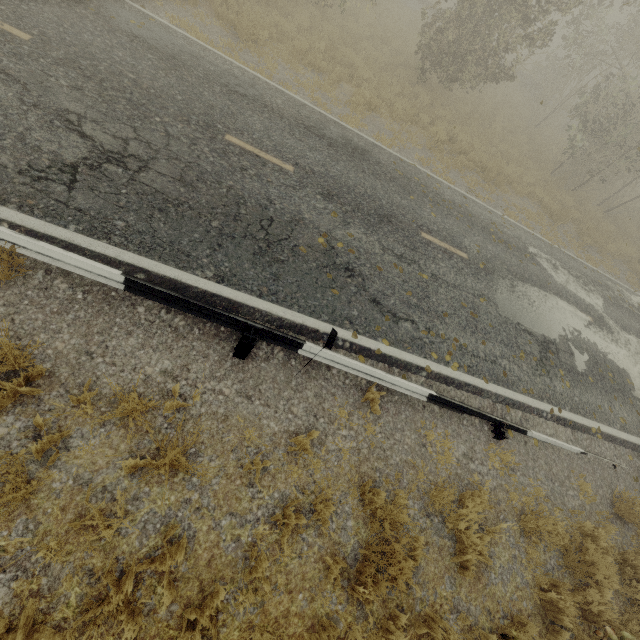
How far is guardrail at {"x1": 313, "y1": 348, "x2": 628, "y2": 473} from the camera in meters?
5.0 m

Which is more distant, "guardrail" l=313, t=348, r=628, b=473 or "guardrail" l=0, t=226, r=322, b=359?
"guardrail" l=313, t=348, r=628, b=473

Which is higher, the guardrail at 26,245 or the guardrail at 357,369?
the guardrail at 26,245

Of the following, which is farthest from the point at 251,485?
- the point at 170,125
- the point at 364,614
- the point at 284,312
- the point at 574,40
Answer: the point at 574,40

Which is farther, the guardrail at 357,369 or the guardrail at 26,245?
the guardrail at 357,369

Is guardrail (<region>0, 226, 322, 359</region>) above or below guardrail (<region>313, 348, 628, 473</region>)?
above
